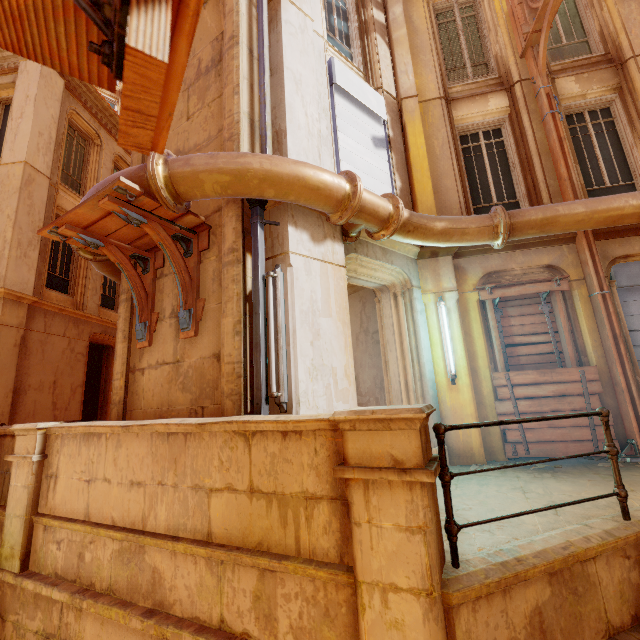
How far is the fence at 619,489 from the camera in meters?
2.4

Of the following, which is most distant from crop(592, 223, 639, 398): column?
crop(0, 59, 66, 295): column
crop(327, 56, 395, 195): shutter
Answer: crop(0, 59, 66, 295): column

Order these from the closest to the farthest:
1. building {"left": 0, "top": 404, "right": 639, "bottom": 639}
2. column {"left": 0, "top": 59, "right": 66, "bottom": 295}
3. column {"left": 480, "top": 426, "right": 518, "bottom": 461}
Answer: building {"left": 0, "top": 404, "right": 639, "bottom": 639}, column {"left": 480, "top": 426, "right": 518, "bottom": 461}, column {"left": 0, "top": 59, "right": 66, "bottom": 295}

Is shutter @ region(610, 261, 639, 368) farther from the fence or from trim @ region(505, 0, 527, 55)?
trim @ region(505, 0, 527, 55)

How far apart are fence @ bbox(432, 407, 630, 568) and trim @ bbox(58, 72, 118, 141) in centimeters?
1550cm

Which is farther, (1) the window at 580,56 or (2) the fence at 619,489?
(1) the window at 580,56

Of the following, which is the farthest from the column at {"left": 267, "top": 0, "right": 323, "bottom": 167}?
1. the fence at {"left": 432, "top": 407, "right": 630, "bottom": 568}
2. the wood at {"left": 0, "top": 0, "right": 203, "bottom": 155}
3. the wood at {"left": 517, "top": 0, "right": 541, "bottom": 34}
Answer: the wood at {"left": 517, "top": 0, "right": 541, "bottom": 34}

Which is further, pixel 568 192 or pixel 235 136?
pixel 568 192
